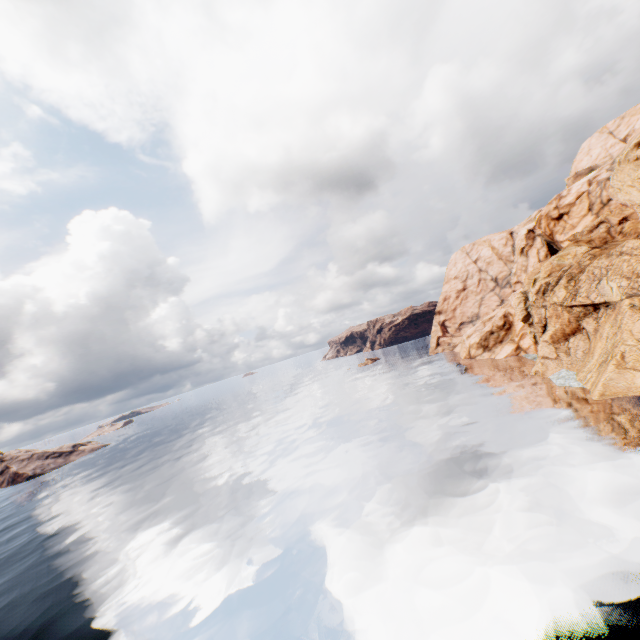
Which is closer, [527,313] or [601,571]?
[601,571]
